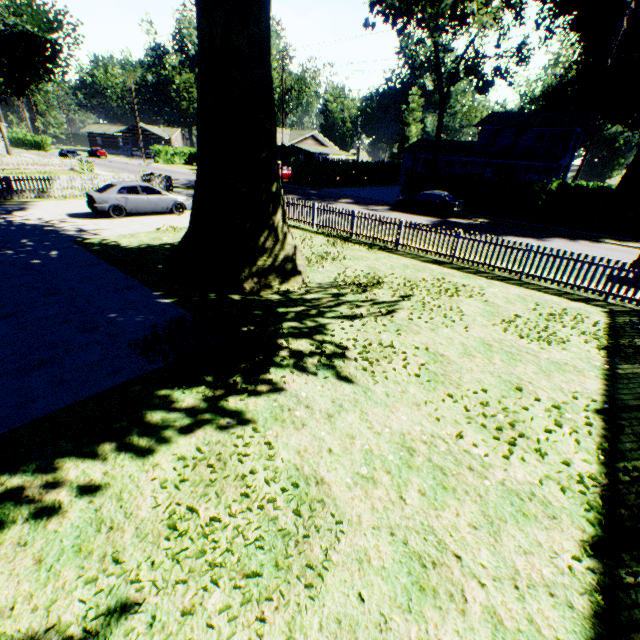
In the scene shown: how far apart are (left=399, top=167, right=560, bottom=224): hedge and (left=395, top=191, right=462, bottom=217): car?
2.77m

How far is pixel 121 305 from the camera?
7.8m

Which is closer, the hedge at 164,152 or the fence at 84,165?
the fence at 84,165

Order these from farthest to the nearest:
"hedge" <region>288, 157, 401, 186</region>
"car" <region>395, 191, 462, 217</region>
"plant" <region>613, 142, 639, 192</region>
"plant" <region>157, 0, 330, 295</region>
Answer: "hedge" <region>288, 157, 401, 186</region>, "car" <region>395, 191, 462, 217</region>, "plant" <region>613, 142, 639, 192</region>, "plant" <region>157, 0, 330, 295</region>

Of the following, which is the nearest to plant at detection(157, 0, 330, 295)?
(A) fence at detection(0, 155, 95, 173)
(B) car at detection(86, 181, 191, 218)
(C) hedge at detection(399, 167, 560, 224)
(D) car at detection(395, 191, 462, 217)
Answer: (A) fence at detection(0, 155, 95, 173)

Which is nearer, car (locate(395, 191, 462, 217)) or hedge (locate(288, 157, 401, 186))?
car (locate(395, 191, 462, 217))

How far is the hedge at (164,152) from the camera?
55.3m

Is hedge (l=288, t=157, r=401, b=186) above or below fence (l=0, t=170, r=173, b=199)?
below
